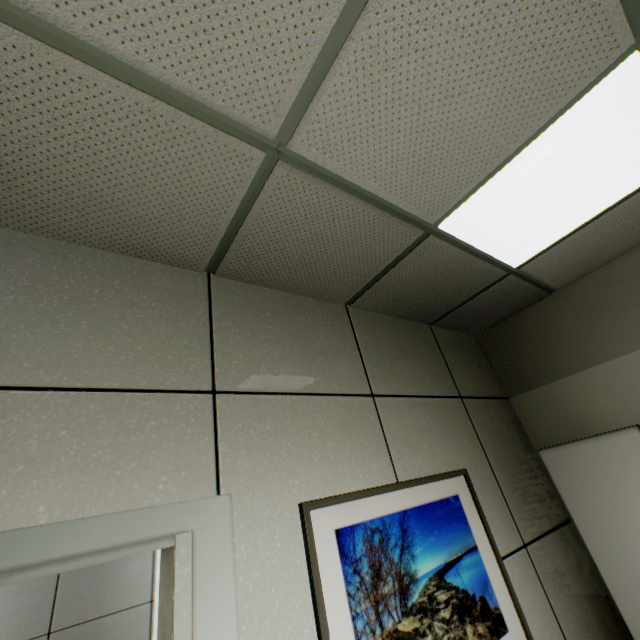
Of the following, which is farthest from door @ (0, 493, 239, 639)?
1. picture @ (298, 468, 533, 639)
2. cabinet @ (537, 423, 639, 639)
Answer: cabinet @ (537, 423, 639, 639)

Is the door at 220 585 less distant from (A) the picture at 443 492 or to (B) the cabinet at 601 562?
(A) the picture at 443 492

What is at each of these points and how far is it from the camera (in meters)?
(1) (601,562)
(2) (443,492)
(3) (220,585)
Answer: (1) cabinet, 1.94
(2) picture, 1.91
(3) door, 1.09

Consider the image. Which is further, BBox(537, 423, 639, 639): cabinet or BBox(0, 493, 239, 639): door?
BBox(537, 423, 639, 639): cabinet

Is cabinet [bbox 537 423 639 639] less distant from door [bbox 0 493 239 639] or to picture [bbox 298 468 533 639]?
picture [bbox 298 468 533 639]

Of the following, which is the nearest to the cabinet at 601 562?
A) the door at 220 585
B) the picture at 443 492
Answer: the picture at 443 492

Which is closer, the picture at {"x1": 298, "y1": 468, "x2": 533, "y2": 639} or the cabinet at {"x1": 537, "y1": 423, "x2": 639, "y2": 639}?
the picture at {"x1": 298, "y1": 468, "x2": 533, "y2": 639}
